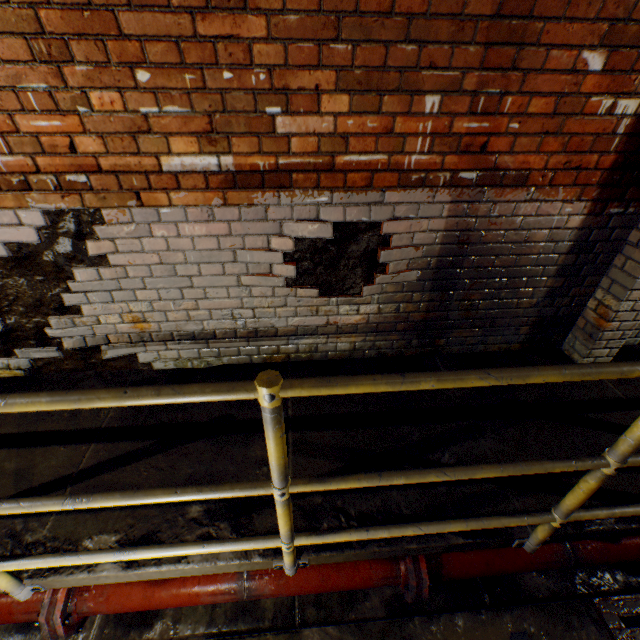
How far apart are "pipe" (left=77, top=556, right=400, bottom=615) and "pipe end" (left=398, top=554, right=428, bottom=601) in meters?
0.1 m

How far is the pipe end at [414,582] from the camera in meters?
1.8

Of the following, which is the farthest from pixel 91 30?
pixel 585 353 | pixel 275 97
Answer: pixel 585 353

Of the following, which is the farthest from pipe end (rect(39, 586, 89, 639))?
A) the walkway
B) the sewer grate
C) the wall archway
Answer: the wall archway

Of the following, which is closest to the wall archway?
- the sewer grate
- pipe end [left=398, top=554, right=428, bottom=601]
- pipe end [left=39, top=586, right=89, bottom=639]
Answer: the sewer grate

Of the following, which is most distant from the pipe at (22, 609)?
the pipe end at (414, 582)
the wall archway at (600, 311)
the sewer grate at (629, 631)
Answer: the wall archway at (600, 311)

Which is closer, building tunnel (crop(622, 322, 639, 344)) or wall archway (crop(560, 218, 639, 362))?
wall archway (crop(560, 218, 639, 362))

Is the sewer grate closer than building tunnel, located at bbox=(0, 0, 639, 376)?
No
